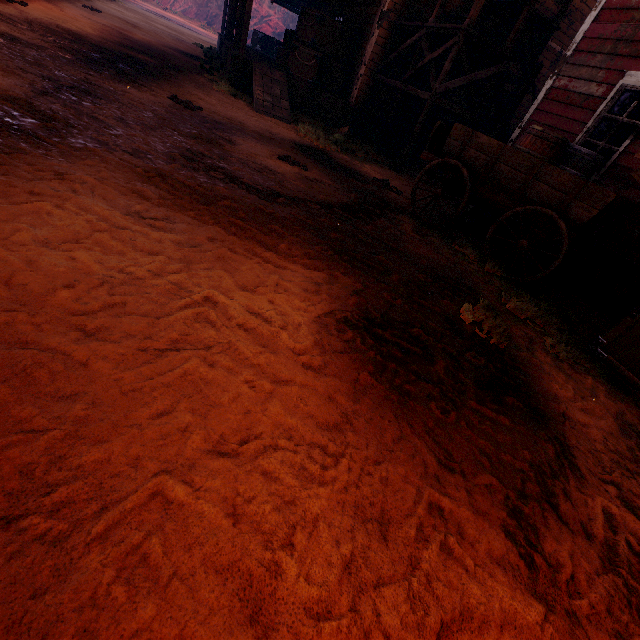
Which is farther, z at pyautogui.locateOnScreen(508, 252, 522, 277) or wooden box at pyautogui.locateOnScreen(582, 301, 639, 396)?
z at pyautogui.locateOnScreen(508, 252, 522, 277)

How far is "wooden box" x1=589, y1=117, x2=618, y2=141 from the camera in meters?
6.2 m

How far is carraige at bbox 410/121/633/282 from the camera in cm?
457

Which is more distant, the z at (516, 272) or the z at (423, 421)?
the z at (516, 272)

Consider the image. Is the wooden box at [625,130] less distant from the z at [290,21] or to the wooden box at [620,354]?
the z at [290,21]

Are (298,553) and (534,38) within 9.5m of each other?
no

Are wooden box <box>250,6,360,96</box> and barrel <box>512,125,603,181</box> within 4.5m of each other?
no

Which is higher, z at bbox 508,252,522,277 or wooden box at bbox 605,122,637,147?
wooden box at bbox 605,122,637,147
